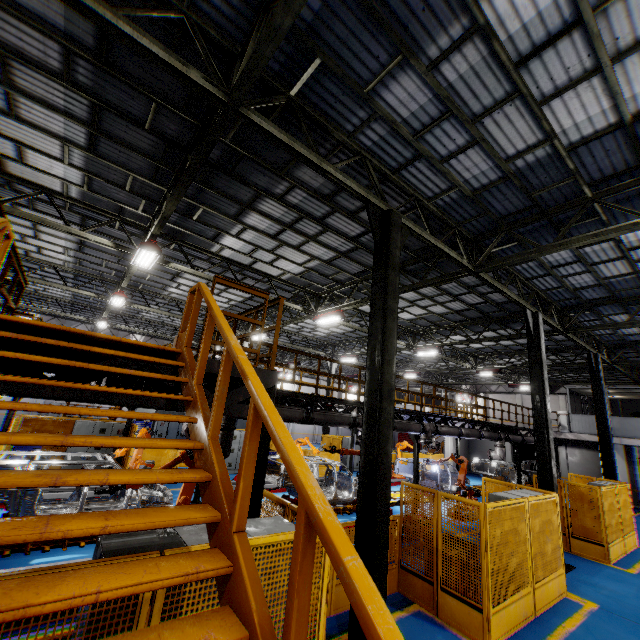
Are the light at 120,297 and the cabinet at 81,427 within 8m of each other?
yes

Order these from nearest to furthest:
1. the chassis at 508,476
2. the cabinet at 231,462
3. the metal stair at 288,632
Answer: the metal stair at 288,632
the cabinet at 231,462
the chassis at 508,476

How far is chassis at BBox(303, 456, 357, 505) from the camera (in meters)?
11.94

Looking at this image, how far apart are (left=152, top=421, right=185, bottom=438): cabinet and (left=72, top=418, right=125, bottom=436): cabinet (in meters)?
6.65

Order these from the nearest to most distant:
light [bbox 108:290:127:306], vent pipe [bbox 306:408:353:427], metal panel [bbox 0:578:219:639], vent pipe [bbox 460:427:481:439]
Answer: metal panel [bbox 0:578:219:639]
vent pipe [bbox 306:408:353:427]
light [bbox 108:290:127:306]
vent pipe [bbox 460:427:481:439]

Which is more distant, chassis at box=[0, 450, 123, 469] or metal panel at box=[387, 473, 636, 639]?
chassis at box=[0, 450, 123, 469]

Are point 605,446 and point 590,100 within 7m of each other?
no

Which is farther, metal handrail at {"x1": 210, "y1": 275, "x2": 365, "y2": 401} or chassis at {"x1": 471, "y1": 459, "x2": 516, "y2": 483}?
chassis at {"x1": 471, "y1": 459, "x2": 516, "y2": 483}
